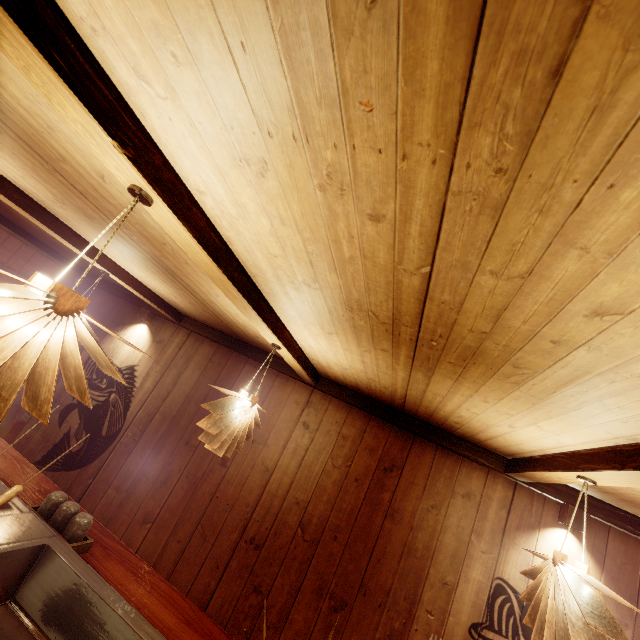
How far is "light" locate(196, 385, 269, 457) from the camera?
3.5 meters

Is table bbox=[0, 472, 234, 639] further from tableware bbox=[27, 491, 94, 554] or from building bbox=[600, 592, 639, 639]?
building bbox=[600, 592, 639, 639]

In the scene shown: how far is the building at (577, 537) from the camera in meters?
4.5

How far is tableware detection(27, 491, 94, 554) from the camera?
3.4m

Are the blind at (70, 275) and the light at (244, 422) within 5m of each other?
no

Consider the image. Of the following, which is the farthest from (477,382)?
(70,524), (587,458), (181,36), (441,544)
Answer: (70,524)

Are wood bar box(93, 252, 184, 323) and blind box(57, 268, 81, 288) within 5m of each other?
yes

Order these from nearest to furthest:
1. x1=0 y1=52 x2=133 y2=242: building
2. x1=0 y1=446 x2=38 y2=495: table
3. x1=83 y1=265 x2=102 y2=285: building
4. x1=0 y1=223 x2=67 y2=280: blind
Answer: x1=0 y1=52 x2=133 y2=242: building, x1=0 y1=446 x2=38 y2=495: table, x1=0 y1=223 x2=67 y2=280: blind, x1=83 y1=265 x2=102 y2=285: building
